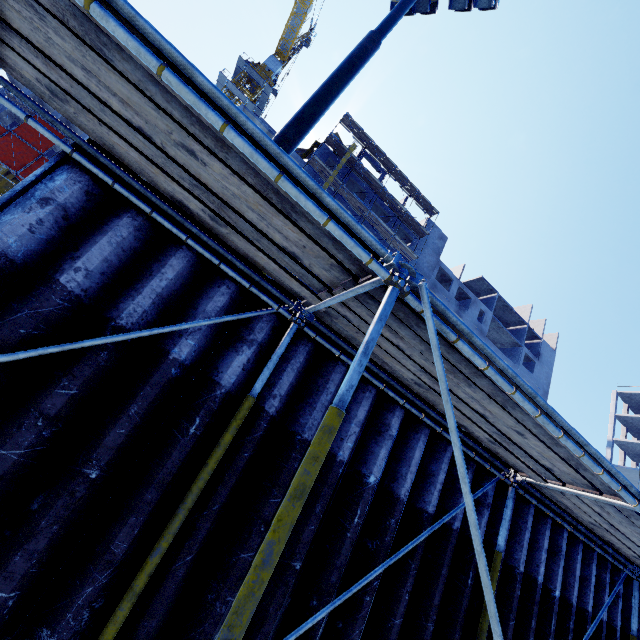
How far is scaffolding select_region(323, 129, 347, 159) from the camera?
33.73m

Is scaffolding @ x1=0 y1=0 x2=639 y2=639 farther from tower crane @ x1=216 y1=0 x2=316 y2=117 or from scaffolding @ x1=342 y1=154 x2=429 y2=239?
tower crane @ x1=216 y1=0 x2=316 y2=117

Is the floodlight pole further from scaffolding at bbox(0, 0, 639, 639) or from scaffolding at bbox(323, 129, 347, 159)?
scaffolding at bbox(323, 129, 347, 159)

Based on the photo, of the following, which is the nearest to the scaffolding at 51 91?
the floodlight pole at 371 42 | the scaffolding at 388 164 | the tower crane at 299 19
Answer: the floodlight pole at 371 42

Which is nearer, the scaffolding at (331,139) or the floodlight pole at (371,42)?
the floodlight pole at (371,42)

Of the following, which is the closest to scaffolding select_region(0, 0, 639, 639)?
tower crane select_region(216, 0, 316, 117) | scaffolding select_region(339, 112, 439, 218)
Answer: scaffolding select_region(339, 112, 439, 218)

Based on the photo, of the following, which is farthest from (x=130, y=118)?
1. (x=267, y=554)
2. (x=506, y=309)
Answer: (x=506, y=309)

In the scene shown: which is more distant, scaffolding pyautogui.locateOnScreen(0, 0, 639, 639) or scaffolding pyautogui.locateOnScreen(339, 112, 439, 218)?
scaffolding pyautogui.locateOnScreen(339, 112, 439, 218)
